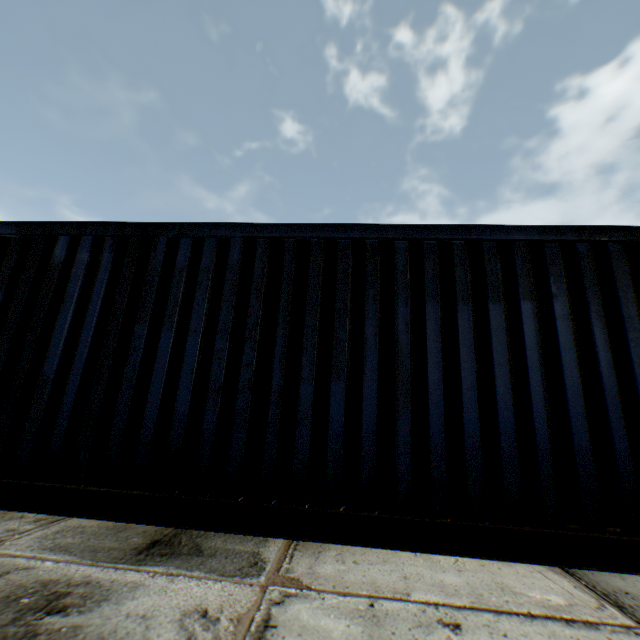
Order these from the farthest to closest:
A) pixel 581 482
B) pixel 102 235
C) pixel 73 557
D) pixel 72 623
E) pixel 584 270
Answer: pixel 102 235, pixel 584 270, pixel 581 482, pixel 73 557, pixel 72 623
